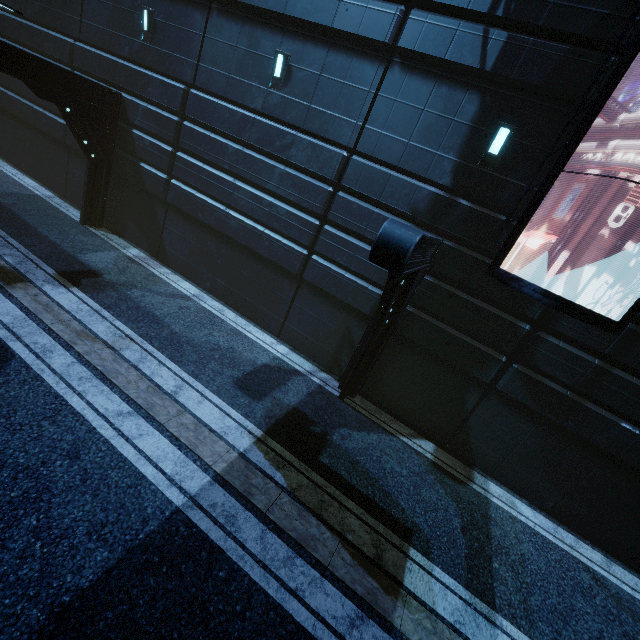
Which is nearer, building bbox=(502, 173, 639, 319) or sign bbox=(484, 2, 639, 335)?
sign bbox=(484, 2, 639, 335)

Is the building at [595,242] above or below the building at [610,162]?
below

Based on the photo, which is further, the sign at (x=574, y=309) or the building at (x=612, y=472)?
the building at (x=612, y=472)

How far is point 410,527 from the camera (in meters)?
6.20

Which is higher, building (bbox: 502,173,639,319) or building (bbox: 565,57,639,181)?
building (bbox: 565,57,639,181)

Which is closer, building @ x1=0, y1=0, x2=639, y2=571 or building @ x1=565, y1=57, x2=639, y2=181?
building @ x1=565, y1=57, x2=639, y2=181
